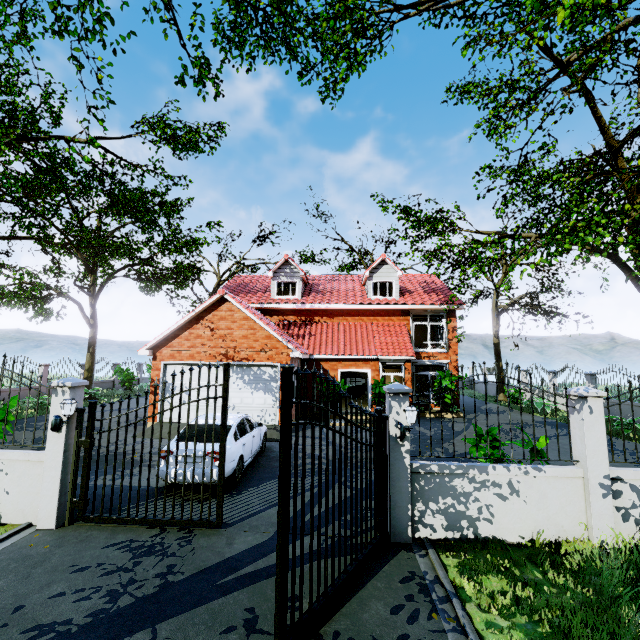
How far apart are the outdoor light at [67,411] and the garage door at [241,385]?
7.54m

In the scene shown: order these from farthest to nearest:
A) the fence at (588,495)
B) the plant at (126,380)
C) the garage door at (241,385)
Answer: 1. the plant at (126,380)
2. the garage door at (241,385)
3. the fence at (588,495)

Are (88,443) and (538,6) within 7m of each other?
no

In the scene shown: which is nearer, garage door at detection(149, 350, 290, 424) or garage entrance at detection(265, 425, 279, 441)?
garage entrance at detection(265, 425, 279, 441)

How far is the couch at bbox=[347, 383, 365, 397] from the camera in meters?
22.9

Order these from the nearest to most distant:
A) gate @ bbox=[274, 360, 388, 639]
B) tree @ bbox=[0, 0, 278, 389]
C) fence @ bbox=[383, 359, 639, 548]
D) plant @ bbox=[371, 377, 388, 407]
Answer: gate @ bbox=[274, 360, 388, 639], fence @ bbox=[383, 359, 639, 548], tree @ bbox=[0, 0, 278, 389], plant @ bbox=[371, 377, 388, 407]

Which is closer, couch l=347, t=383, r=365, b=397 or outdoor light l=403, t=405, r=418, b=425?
outdoor light l=403, t=405, r=418, b=425

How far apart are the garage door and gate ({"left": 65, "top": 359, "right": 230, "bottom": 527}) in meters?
7.4
